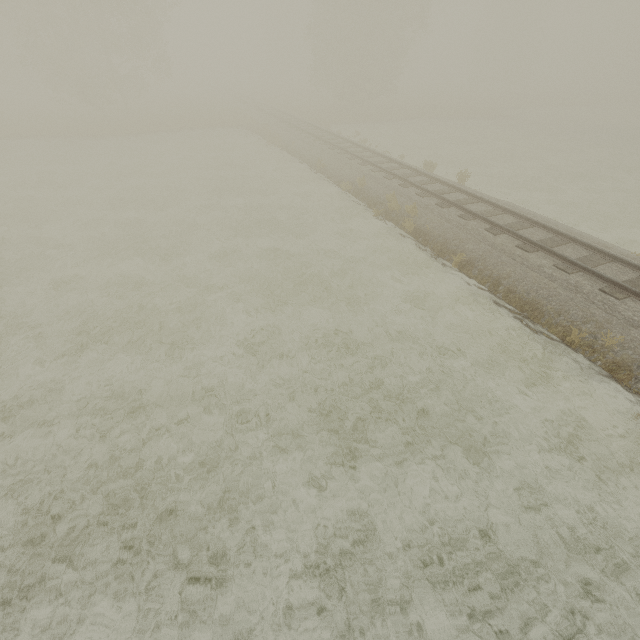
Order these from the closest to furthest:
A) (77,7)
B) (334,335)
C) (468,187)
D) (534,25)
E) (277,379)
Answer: (277,379)
(334,335)
(468,187)
(77,7)
(534,25)
